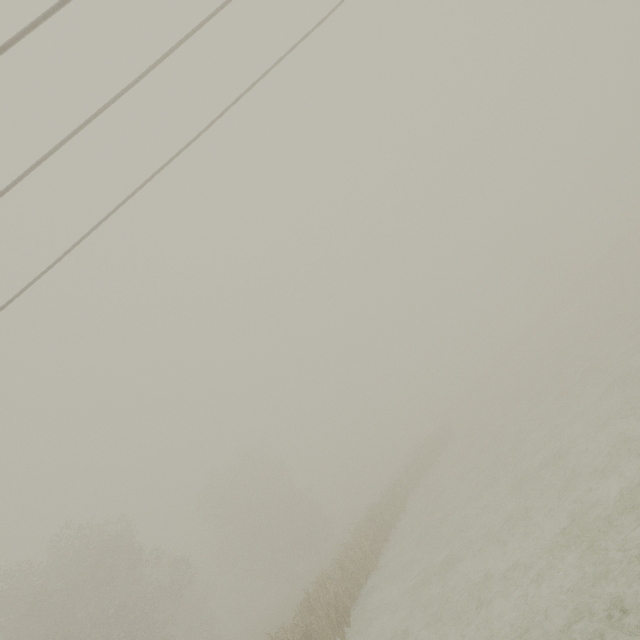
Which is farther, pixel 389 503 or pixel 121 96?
pixel 389 503
